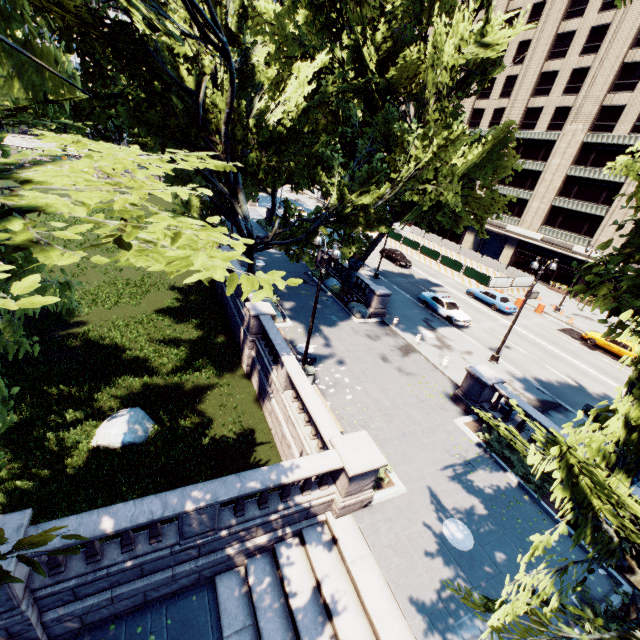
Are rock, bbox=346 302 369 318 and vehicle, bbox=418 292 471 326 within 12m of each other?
yes

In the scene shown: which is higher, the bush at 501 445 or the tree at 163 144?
the tree at 163 144

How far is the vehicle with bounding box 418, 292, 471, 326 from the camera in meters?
26.6 m

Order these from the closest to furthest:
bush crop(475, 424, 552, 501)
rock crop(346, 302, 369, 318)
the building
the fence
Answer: bush crop(475, 424, 552, 501) < rock crop(346, 302, 369, 318) < the fence < the building

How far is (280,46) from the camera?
17.47m

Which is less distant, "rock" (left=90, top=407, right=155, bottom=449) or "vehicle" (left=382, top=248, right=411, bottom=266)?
"rock" (left=90, top=407, right=155, bottom=449)

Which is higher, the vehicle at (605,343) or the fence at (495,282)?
the fence at (495,282)

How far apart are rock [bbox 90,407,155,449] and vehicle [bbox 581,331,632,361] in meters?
35.0
